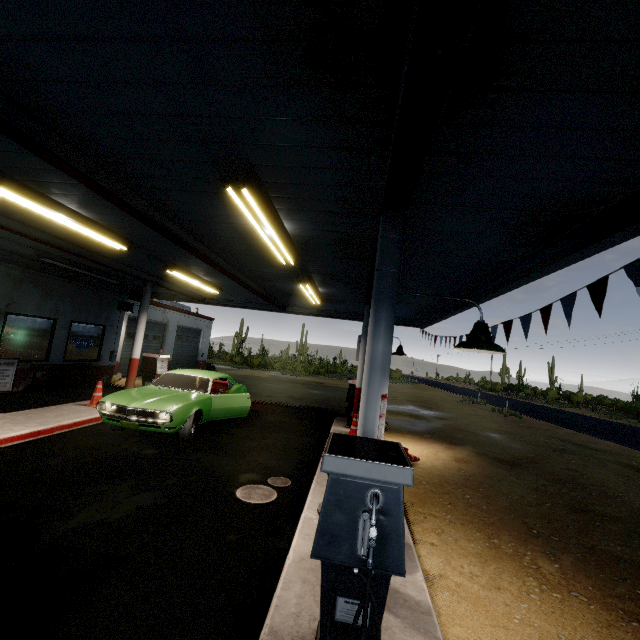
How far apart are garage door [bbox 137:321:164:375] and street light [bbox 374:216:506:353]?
16.9m

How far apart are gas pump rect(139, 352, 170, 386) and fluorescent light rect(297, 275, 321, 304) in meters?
5.6

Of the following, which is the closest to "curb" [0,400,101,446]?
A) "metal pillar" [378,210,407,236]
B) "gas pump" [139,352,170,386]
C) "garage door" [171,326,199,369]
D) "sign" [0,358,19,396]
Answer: "gas pump" [139,352,170,386]

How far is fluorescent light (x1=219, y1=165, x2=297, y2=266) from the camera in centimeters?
342cm

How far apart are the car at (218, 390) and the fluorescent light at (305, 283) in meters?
3.5 m

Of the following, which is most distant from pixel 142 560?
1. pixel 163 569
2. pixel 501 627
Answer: pixel 501 627

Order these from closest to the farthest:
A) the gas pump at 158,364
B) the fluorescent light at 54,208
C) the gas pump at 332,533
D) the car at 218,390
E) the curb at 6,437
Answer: the gas pump at 332,533 → the fluorescent light at 54,208 → the curb at 6,437 → the car at 218,390 → the gas pump at 158,364

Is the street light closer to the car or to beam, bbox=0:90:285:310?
beam, bbox=0:90:285:310
